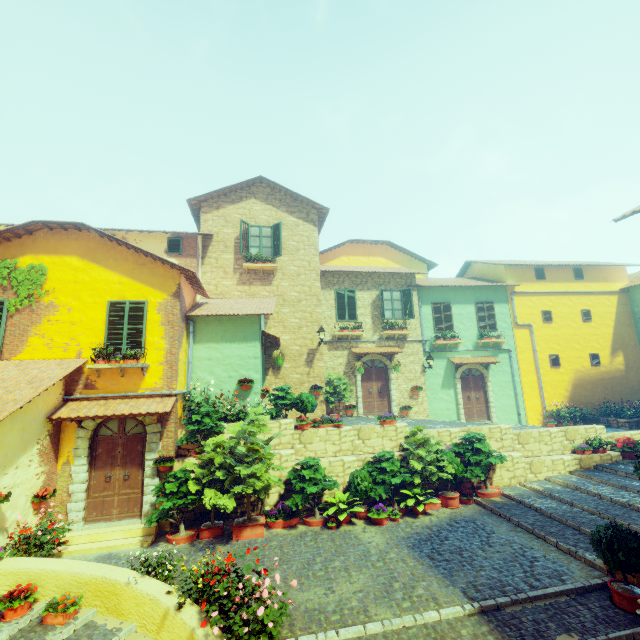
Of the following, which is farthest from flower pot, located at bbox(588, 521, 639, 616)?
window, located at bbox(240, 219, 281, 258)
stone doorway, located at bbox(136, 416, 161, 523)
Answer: window, located at bbox(240, 219, 281, 258)

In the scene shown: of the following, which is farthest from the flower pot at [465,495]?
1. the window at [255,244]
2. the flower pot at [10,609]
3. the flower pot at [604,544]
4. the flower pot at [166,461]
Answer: the window at [255,244]

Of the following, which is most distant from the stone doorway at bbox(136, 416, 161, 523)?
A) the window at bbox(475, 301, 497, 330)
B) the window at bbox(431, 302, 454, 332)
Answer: the window at bbox(475, 301, 497, 330)

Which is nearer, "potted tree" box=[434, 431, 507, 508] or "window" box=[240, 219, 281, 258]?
"potted tree" box=[434, 431, 507, 508]

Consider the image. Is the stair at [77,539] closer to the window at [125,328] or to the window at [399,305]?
the window at [125,328]

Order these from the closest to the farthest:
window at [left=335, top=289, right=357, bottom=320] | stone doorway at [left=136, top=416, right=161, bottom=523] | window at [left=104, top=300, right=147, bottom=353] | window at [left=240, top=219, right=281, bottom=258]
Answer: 1. stone doorway at [left=136, top=416, right=161, bottom=523]
2. window at [left=104, top=300, right=147, bottom=353]
3. window at [left=240, top=219, right=281, bottom=258]
4. window at [left=335, top=289, right=357, bottom=320]

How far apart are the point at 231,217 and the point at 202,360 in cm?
722

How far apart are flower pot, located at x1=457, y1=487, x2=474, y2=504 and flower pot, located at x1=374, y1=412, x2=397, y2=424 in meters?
2.9
